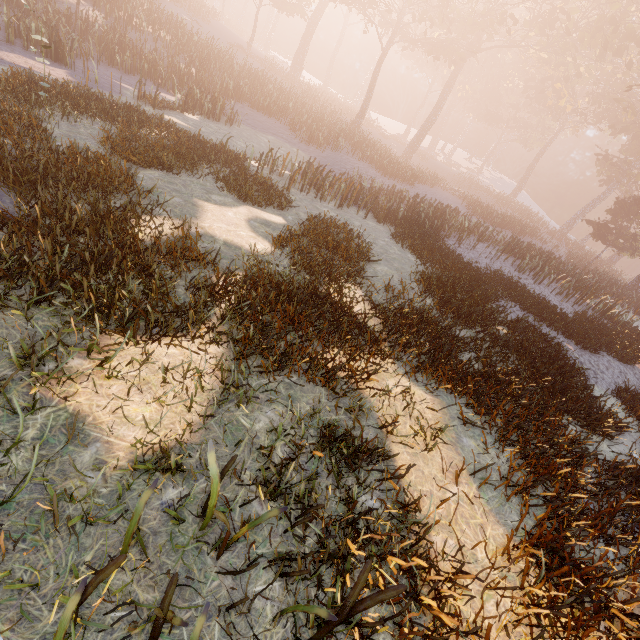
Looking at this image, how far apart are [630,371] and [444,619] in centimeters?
1338cm
